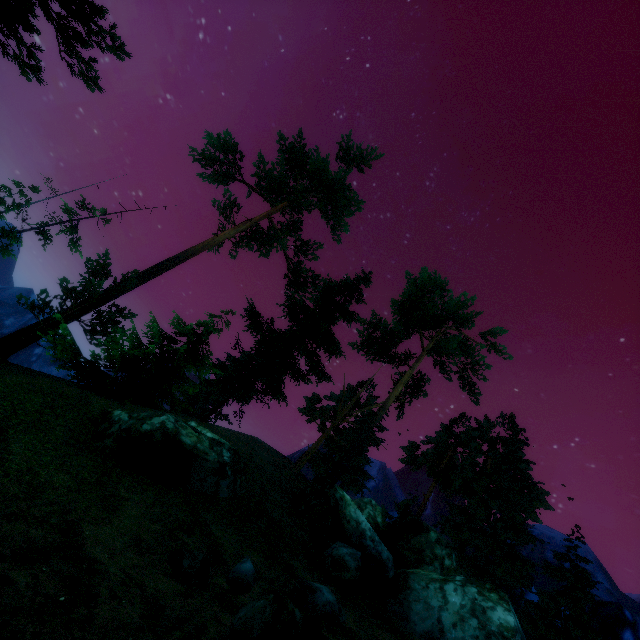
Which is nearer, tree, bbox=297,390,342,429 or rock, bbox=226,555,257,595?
rock, bbox=226,555,257,595

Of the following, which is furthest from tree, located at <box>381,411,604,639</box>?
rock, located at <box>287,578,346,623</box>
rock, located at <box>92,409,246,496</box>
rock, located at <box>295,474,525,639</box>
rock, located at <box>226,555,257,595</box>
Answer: rock, located at <box>287,578,346,623</box>

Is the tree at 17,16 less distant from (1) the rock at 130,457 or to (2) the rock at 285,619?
(1) the rock at 130,457

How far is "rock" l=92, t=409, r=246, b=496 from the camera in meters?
10.1 m

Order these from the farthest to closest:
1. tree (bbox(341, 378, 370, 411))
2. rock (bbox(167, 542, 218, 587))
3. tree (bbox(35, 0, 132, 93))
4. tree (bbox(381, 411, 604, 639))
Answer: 1. tree (bbox(341, 378, 370, 411))
2. tree (bbox(381, 411, 604, 639))
3. tree (bbox(35, 0, 132, 93))
4. rock (bbox(167, 542, 218, 587))

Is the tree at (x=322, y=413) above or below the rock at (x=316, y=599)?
above

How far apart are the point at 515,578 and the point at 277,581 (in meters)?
22.97

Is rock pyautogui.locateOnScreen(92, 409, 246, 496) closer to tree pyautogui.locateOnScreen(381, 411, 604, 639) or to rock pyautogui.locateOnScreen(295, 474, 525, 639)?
rock pyautogui.locateOnScreen(295, 474, 525, 639)
